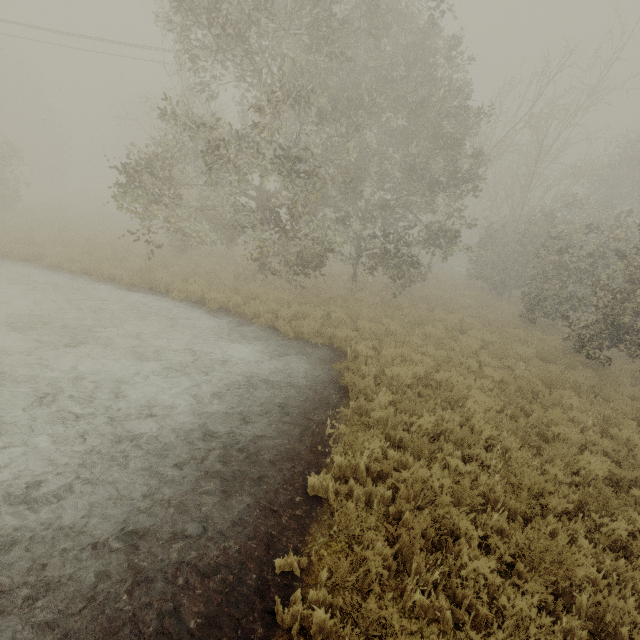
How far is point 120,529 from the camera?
3.8 meters
